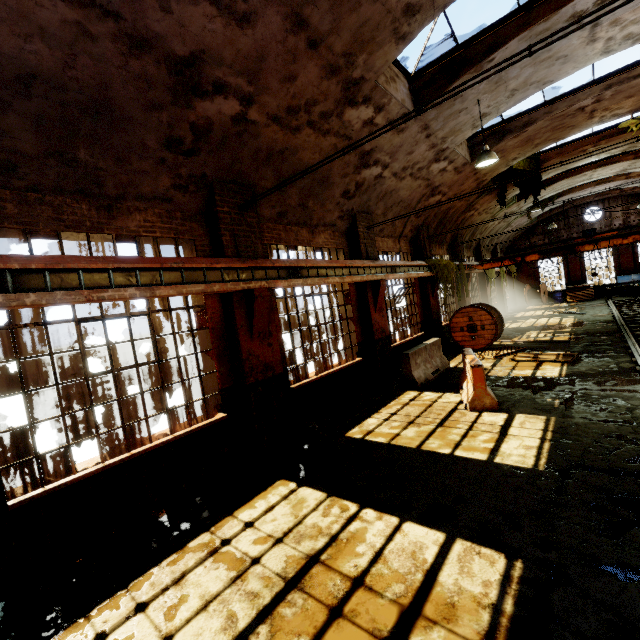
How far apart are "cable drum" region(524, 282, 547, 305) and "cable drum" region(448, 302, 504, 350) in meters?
17.4 m

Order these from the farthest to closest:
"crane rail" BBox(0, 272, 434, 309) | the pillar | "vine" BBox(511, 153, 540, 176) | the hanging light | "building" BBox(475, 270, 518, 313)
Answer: the pillar → "building" BBox(475, 270, 518, 313) → "vine" BBox(511, 153, 540, 176) → the hanging light → "crane rail" BBox(0, 272, 434, 309)

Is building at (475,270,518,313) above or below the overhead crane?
below

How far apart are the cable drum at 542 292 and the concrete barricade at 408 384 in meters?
21.4

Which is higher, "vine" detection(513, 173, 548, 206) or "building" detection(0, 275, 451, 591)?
"vine" detection(513, 173, 548, 206)

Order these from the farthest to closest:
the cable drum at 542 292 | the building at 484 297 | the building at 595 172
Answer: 1. the cable drum at 542 292
2. the building at 484 297
3. the building at 595 172

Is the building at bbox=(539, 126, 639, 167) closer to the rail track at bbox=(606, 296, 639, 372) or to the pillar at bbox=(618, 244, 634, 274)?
the pillar at bbox=(618, 244, 634, 274)

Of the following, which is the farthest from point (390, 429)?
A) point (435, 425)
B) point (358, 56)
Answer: point (358, 56)
